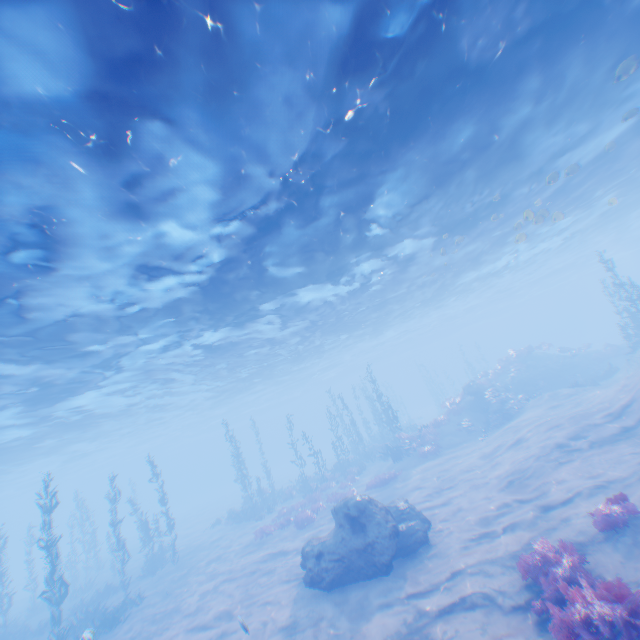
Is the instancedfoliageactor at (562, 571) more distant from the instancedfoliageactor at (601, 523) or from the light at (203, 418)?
the light at (203, 418)

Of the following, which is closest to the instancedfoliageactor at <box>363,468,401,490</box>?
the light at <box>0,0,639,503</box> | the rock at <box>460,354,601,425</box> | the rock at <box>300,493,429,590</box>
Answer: the rock at <box>300,493,429,590</box>

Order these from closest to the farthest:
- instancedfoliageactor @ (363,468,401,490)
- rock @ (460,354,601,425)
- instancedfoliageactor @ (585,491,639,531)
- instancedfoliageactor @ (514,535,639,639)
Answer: instancedfoliageactor @ (514,535,639,639) → instancedfoliageactor @ (585,491,639,531) → instancedfoliageactor @ (363,468,401,490) → rock @ (460,354,601,425)

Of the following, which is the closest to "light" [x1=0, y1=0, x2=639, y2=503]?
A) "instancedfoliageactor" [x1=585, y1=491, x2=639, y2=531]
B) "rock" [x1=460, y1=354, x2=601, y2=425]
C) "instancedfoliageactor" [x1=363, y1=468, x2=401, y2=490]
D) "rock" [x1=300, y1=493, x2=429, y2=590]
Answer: "instancedfoliageactor" [x1=585, y1=491, x2=639, y2=531]

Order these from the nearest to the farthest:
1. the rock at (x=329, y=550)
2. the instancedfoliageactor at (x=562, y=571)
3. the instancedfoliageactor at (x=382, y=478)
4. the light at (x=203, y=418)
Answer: the instancedfoliageactor at (x=562, y=571) < the light at (x=203, y=418) < the rock at (x=329, y=550) < the instancedfoliageactor at (x=382, y=478)

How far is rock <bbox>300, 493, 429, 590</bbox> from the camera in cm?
1113

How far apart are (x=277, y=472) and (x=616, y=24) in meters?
58.1

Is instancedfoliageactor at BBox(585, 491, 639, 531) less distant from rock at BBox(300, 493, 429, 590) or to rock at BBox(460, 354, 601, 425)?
rock at BBox(300, 493, 429, 590)
